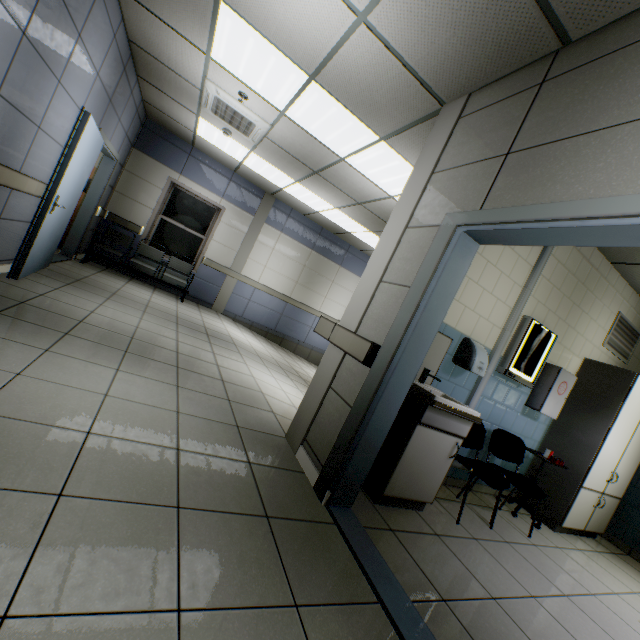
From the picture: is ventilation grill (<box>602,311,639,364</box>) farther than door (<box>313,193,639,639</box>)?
Yes

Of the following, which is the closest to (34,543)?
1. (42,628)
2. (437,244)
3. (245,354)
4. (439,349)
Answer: (42,628)

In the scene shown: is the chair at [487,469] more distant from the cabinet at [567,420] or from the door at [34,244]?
the door at [34,244]

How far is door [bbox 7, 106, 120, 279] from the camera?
3.51m

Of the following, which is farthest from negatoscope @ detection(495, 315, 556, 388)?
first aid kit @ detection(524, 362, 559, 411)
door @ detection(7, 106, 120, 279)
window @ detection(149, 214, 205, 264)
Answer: window @ detection(149, 214, 205, 264)

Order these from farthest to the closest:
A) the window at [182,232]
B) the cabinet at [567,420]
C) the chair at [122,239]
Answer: the window at [182,232]
the chair at [122,239]
the cabinet at [567,420]

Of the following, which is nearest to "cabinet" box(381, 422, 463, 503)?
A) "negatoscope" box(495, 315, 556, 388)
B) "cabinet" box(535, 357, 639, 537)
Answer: "negatoscope" box(495, 315, 556, 388)

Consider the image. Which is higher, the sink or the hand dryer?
the hand dryer
